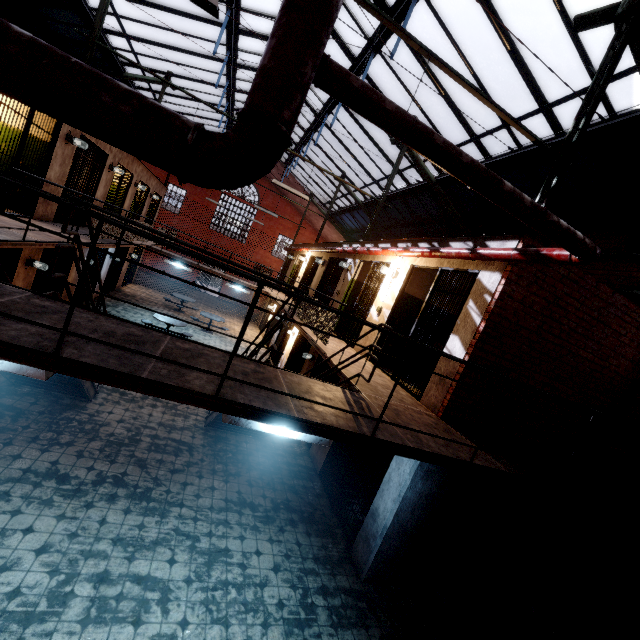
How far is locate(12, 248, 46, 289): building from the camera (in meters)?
7.73

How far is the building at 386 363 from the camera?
7.31m

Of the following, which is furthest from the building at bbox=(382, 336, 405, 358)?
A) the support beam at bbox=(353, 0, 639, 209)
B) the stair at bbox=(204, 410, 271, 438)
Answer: the stair at bbox=(204, 410, 271, 438)

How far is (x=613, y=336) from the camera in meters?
5.6 m

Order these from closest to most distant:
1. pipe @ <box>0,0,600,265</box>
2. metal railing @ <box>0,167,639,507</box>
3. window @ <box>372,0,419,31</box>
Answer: pipe @ <box>0,0,600,265</box> → metal railing @ <box>0,167,639,507</box> → window @ <box>372,0,419,31</box>

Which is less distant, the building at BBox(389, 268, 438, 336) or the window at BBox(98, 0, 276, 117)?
the building at BBox(389, 268, 438, 336)

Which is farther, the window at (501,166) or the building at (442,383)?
the window at (501,166)

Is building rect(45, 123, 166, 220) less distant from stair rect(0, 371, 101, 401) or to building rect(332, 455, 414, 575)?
stair rect(0, 371, 101, 401)
